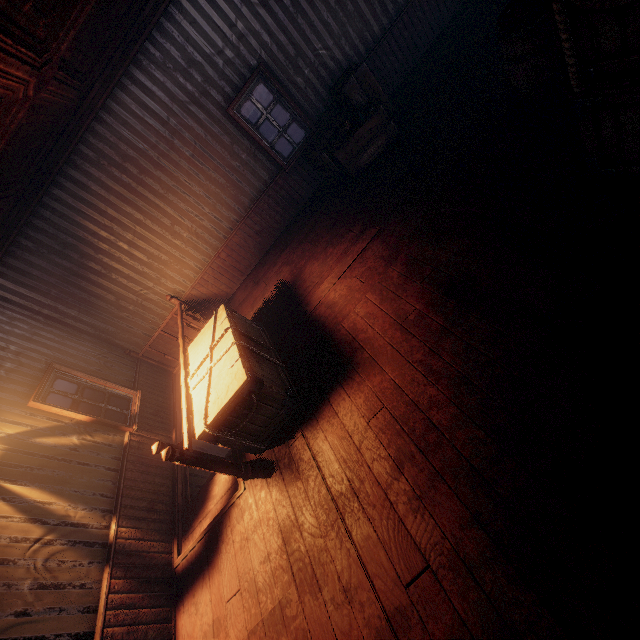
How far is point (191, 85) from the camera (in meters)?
5.65

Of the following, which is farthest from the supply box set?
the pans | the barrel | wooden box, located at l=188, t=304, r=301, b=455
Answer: wooden box, located at l=188, t=304, r=301, b=455

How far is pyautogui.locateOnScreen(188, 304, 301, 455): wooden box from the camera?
3.74m

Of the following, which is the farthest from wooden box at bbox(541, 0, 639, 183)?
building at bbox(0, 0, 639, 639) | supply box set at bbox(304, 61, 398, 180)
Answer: supply box set at bbox(304, 61, 398, 180)

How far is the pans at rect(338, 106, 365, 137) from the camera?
5.5m

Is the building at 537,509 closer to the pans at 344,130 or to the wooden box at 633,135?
the wooden box at 633,135

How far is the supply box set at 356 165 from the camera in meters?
5.6 m

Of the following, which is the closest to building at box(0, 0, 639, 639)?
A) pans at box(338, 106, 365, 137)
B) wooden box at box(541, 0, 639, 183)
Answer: wooden box at box(541, 0, 639, 183)
